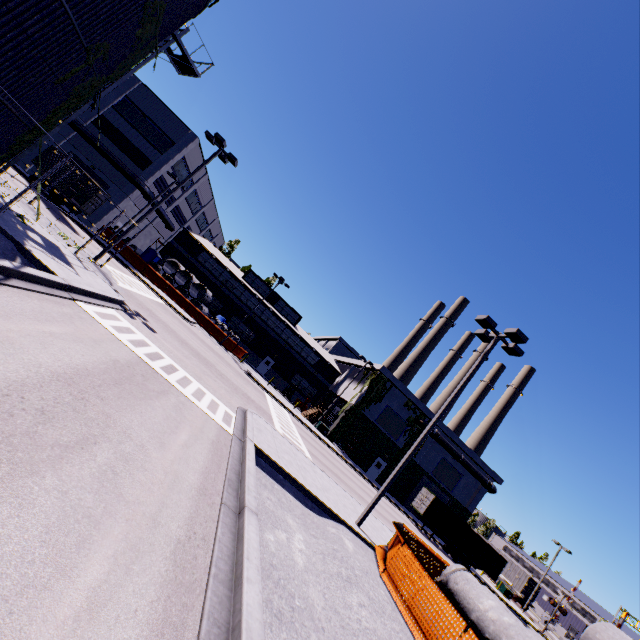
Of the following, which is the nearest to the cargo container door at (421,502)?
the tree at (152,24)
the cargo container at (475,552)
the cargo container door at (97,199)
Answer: the cargo container at (475,552)

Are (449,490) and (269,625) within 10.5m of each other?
no

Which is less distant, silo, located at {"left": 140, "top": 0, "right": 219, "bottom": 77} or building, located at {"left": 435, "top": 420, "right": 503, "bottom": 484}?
silo, located at {"left": 140, "top": 0, "right": 219, "bottom": 77}

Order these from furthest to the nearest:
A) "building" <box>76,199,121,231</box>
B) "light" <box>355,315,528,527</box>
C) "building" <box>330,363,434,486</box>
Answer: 1. "building" <box>330,363,434,486</box>
2. "building" <box>76,199,121,231</box>
3. "light" <box>355,315,528,527</box>

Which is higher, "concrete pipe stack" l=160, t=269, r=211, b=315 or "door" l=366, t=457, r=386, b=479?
"concrete pipe stack" l=160, t=269, r=211, b=315

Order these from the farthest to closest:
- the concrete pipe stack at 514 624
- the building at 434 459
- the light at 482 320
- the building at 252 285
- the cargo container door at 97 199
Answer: the building at 252 285, the building at 434 459, the cargo container door at 97 199, the light at 482 320, the concrete pipe stack at 514 624

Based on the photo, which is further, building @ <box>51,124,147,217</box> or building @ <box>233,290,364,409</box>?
building @ <box>233,290,364,409</box>

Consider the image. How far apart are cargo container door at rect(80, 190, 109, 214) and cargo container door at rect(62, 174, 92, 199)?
0.94m
